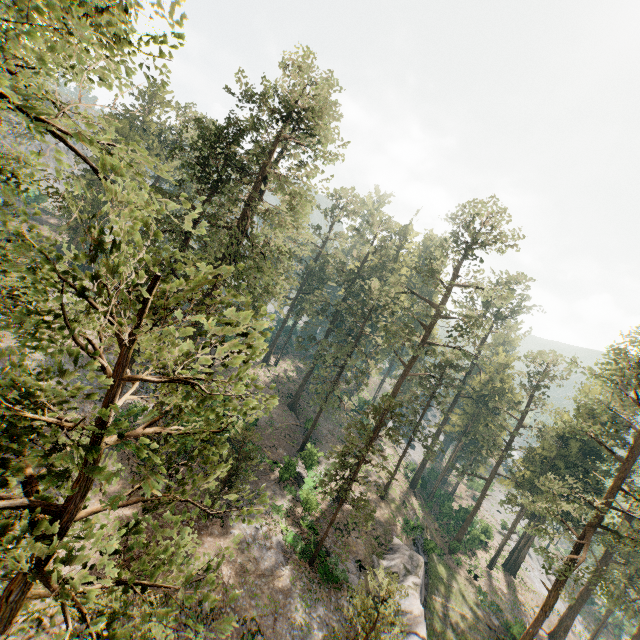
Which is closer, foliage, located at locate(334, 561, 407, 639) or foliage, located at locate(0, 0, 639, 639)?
foliage, located at locate(0, 0, 639, 639)

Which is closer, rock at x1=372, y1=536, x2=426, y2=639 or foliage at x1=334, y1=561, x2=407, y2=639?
foliage at x1=334, y1=561, x2=407, y2=639

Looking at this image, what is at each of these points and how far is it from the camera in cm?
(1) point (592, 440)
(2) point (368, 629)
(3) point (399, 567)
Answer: (1) foliage, 4169
(2) foliage, 1576
(3) rock, 2769

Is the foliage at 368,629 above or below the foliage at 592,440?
below

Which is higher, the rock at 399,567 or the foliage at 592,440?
the foliage at 592,440

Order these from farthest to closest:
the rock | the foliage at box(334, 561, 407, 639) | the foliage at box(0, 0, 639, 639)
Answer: the rock
the foliage at box(334, 561, 407, 639)
the foliage at box(0, 0, 639, 639)

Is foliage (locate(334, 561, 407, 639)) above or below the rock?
above
